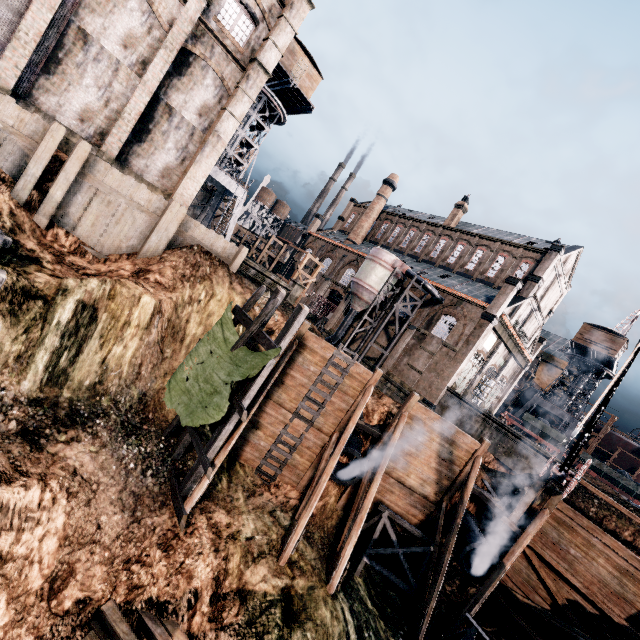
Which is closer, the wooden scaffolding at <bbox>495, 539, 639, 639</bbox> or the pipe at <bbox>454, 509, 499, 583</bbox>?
the wooden scaffolding at <bbox>495, 539, 639, 639</bbox>

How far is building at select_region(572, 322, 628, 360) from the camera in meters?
42.0 m

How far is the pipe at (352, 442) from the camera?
16.31m

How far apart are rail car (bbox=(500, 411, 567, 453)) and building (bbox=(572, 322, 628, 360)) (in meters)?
12.77

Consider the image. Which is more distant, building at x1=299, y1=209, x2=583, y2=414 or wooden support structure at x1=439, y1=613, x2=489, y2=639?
building at x1=299, y1=209, x2=583, y2=414

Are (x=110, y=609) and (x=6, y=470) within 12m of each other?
yes

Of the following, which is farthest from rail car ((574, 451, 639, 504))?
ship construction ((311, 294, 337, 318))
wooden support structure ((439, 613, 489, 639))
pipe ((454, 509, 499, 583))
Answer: wooden support structure ((439, 613, 489, 639))

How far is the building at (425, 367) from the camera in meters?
34.8
